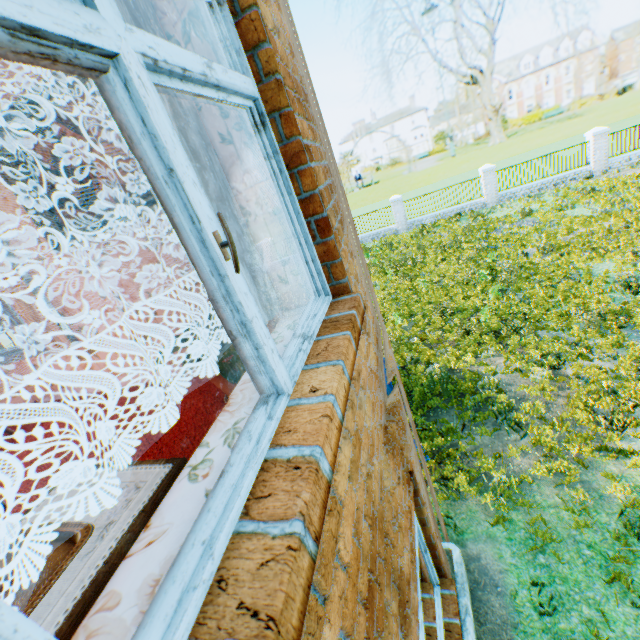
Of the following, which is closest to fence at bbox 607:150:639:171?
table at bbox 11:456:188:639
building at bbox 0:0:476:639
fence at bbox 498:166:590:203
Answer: fence at bbox 498:166:590:203

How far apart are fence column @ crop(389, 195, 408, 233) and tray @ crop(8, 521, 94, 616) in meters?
22.7

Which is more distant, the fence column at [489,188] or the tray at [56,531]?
the fence column at [489,188]

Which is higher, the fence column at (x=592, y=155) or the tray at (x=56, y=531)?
the tray at (x=56, y=531)

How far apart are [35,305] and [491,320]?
9.79m

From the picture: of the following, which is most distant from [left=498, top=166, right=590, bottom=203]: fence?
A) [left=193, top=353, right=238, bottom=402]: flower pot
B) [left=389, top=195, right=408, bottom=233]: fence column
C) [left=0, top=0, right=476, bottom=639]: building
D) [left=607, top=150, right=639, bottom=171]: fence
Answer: [left=193, top=353, right=238, bottom=402]: flower pot

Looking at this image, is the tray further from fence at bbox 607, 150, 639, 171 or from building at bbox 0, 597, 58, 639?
fence at bbox 607, 150, 639, 171

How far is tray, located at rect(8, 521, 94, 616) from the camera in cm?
89
